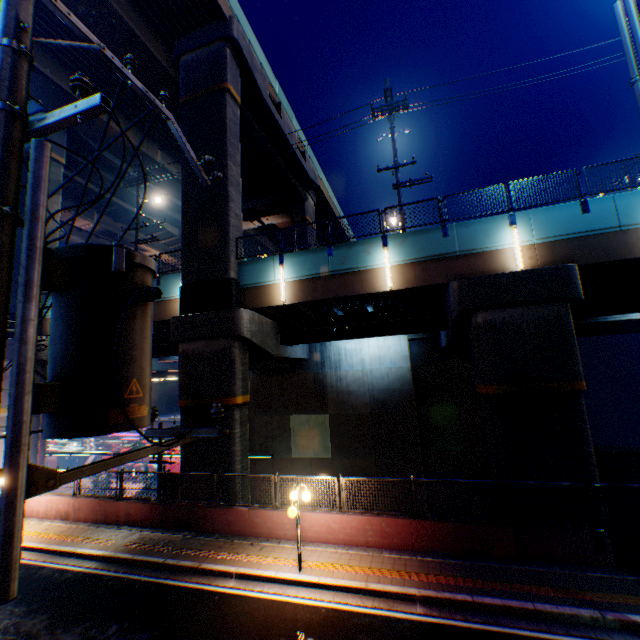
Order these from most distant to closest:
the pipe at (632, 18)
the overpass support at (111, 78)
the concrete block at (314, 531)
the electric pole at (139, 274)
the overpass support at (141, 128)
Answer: the overpass support at (141, 128) < the overpass support at (111, 78) < the concrete block at (314, 531) < the pipe at (632, 18) < the electric pole at (139, 274)

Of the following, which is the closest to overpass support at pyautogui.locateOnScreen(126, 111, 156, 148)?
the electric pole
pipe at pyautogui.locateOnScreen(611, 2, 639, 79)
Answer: pipe at pyautogui.locateOnScreen(611, 2, 639, 79)

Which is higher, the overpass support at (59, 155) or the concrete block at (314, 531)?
the overpass support at (59, 155)

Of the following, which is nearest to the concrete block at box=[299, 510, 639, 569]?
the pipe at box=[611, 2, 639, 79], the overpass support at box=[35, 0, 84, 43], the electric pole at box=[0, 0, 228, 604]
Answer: the overpass support at box=[35, 0, 84, 43]

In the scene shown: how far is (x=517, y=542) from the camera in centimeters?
973cm

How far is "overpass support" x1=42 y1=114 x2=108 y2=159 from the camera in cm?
2236

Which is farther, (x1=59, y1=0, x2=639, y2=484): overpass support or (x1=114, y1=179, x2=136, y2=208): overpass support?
(x1=114, y1=179, x2=136, y2=208): overpass support

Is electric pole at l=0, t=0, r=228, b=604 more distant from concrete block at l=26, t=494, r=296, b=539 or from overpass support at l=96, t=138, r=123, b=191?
overpass support at l=96, t=138, r=123, b=191
